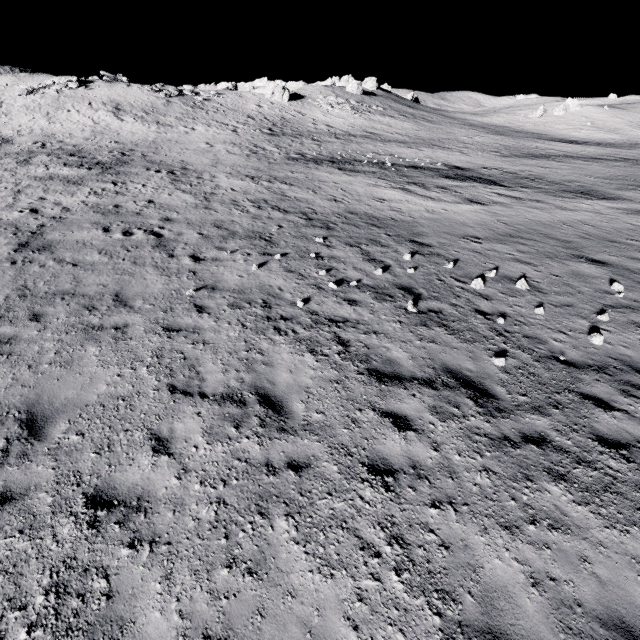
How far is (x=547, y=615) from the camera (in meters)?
3.66

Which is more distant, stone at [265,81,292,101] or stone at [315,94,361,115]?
stone at [315,94,361,115]

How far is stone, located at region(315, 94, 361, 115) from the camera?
50.88m

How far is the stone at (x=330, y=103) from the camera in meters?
50.9 m

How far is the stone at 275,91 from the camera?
49.47m

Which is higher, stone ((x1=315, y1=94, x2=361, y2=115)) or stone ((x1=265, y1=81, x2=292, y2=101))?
stone ((x1=265, y1=81, x2=292, y2=101))

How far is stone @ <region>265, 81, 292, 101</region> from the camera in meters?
49.5
